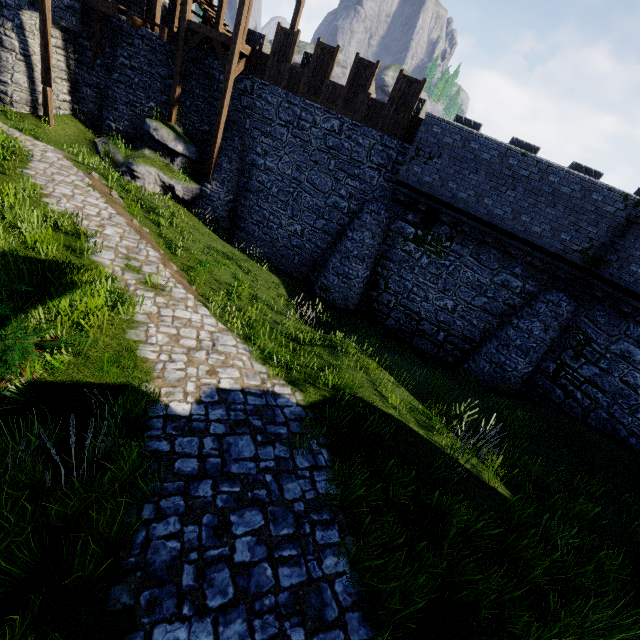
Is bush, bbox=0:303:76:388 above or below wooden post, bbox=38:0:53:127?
below

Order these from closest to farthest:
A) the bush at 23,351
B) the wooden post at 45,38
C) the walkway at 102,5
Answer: the bush at 23,351 → the wooden post at 45,38 → the walkway at 102,5

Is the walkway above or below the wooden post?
above

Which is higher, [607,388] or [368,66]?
[368,66]

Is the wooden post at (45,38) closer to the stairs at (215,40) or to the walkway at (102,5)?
the walkway at (102,5)

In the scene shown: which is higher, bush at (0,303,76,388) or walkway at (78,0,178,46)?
walkway at (78,0,178,46)

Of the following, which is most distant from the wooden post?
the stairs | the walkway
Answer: the stairs

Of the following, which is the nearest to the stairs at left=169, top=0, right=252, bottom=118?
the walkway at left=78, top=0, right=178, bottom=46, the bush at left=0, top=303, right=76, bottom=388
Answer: the walkway at left=78, top=0, right=178, bottom=46
